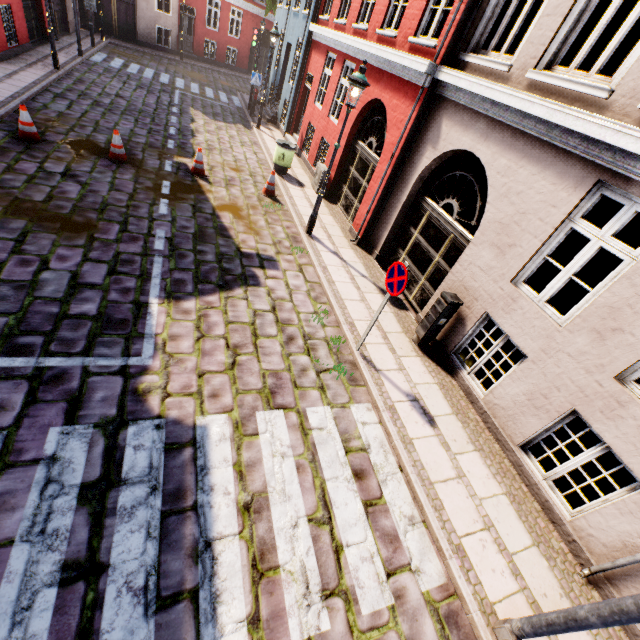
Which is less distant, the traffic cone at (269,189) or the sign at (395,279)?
the sign at (395,279)

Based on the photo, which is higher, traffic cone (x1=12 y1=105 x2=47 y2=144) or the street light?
the street light

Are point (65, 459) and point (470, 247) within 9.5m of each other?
yes

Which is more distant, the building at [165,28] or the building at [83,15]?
the building at [165,28]

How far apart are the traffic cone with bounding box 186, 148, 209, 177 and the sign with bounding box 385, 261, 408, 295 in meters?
7.3 m

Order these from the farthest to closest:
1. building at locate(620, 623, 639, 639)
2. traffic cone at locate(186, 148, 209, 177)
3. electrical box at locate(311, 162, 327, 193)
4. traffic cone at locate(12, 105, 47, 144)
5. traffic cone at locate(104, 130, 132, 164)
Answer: electrical box at locate(311, 162, 327, 193)
traffic cone at locate(186, 148, 209, 177)
traffic cone at locate(104, 130, 132, 164)
traffic cone at locate(12, 105, 47, 144)
building at locate(620, 623, 639, 639)

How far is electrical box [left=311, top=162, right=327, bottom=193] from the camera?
11.2 meters

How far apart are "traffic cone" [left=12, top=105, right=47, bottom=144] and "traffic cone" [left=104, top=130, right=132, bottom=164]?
1.3 meters
